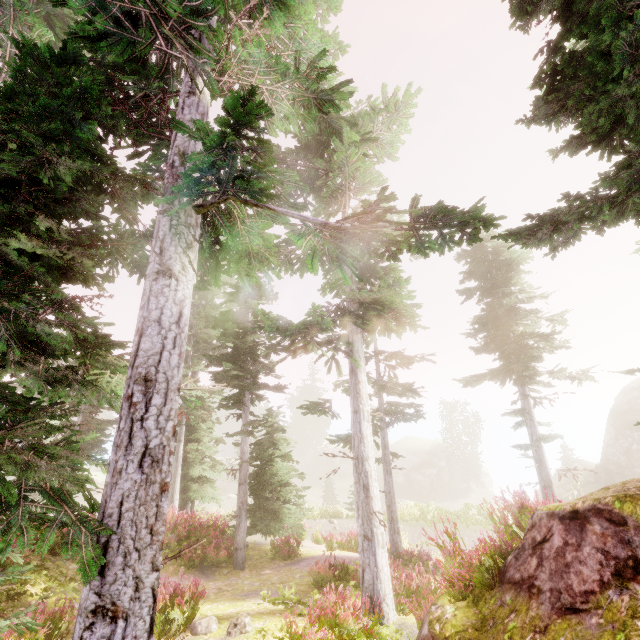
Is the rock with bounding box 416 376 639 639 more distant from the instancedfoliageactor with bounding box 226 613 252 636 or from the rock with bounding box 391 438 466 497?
the rock with bounding box 391 438 466 497

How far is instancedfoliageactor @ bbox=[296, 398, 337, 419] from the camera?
11.6m

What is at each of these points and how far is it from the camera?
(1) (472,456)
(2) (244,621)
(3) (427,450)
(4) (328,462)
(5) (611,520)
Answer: (1) instancedfoliageactor, 48.97m
(2) instancedfoliageactor, 6.91m
(3) rock, 53.81m
(4) rock, 59.78m
(5) rock, 4.91m

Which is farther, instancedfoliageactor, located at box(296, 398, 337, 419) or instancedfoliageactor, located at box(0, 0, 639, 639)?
instancedfoliageactor, located at box(296, 398, 337, 419)

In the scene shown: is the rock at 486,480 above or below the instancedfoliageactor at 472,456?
below

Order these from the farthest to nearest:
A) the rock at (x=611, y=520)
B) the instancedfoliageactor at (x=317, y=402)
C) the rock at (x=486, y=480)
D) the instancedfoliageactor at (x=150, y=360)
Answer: the rock at (x=486, y=480)
the instancedfoliageactor at (x=317, y=402)
the rock at (x=611, y=520)
the instancedfoliageactor at (x=150, y=360)
